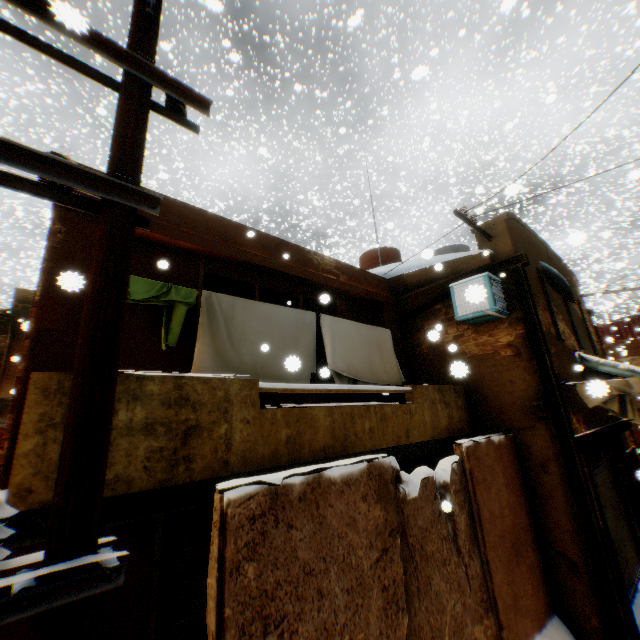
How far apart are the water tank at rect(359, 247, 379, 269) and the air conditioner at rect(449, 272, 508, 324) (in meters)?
4.41

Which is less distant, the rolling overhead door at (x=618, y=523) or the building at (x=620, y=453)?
the building at (x=620, y=453)

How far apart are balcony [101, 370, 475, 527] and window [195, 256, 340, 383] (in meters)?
1.15

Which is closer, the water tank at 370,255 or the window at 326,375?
the window at 326,375

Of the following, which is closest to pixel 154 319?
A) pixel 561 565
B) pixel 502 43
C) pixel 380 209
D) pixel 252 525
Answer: pixel 252 525

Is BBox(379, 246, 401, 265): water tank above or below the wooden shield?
above

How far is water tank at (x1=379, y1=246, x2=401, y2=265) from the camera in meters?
11.8
